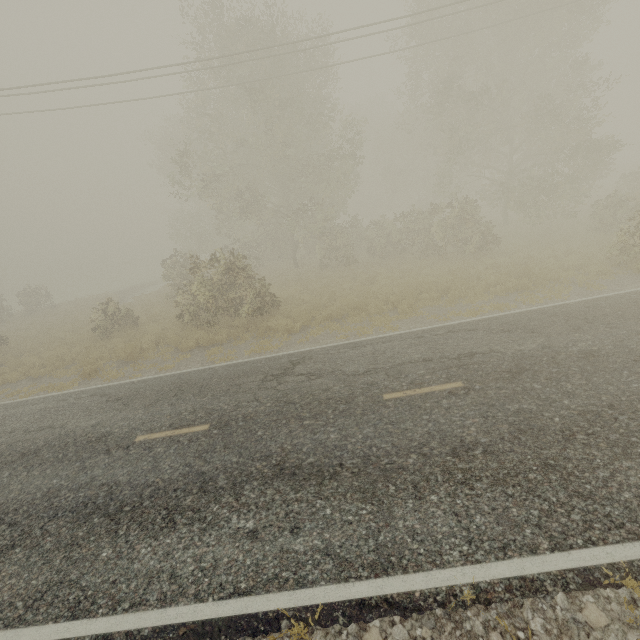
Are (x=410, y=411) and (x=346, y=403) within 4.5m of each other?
yes
